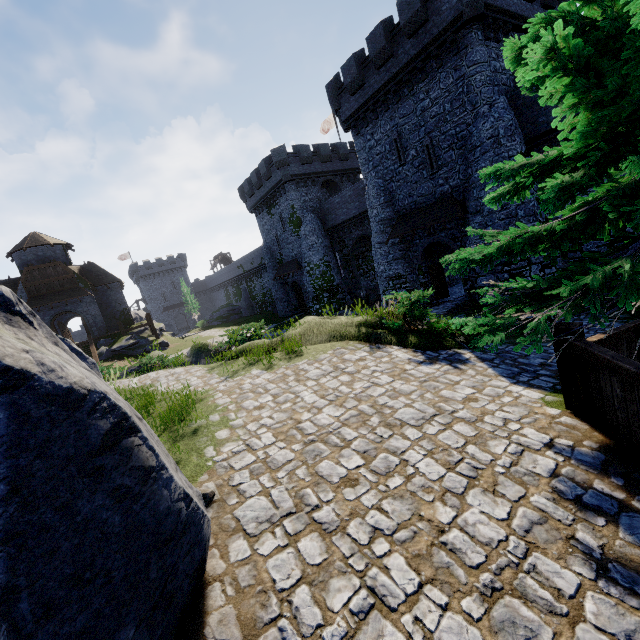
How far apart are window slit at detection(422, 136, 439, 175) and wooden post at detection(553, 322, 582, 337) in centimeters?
1745cm

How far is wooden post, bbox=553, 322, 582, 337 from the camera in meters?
4.6 m

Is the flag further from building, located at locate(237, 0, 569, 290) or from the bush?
the bush

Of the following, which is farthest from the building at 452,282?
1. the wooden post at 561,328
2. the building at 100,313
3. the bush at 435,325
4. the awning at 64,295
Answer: the awning at 64,295

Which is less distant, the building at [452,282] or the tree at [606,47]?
the tree at [606,47]

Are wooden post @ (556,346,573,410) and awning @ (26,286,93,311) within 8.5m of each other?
no

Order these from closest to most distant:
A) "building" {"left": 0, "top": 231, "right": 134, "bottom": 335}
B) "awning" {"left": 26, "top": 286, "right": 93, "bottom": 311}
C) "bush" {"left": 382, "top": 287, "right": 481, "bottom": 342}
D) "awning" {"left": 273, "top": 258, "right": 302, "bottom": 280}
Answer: "bush" {"left": 382, "top": 287, "right": 481, "bottom": 342} → "awning" {"left": 26, "top": 286, "right": 93, "bottom": 311} → "building" {"left": 0, "top": 231, "right": 134, "bottom": 335} → "awning" {"left": 273, "top": 258, "right": 302, "bottom": 280}

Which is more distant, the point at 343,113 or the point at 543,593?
the point at 343,113
